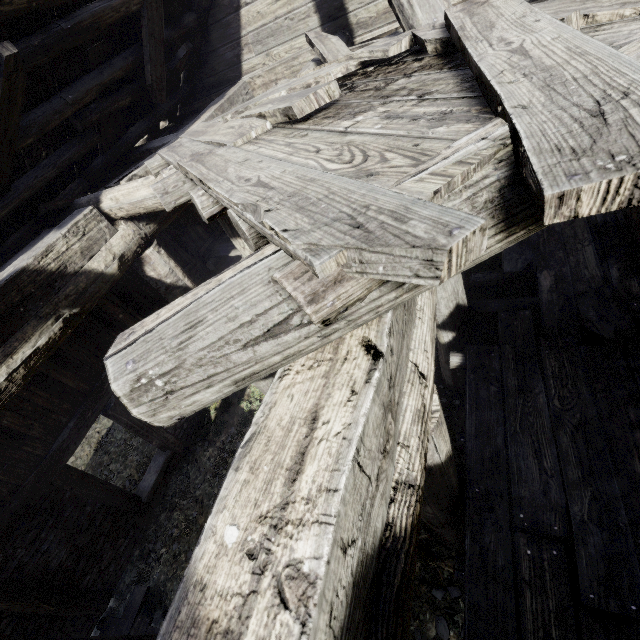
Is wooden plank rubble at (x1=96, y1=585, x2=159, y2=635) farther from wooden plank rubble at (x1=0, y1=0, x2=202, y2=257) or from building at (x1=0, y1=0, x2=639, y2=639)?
wooden plank rubble at (x1=0, y1=0, x2=202, y2=257)

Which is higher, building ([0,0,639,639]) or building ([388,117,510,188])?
building ([388,117,510,188])

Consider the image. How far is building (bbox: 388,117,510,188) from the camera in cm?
106

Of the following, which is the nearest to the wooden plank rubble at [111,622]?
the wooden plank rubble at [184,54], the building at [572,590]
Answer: the building at [572,590]

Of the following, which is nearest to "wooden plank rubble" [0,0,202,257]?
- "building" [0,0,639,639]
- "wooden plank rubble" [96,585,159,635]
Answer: "building" [0,0,639,639]

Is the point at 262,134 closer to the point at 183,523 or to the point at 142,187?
the point at 142,187
